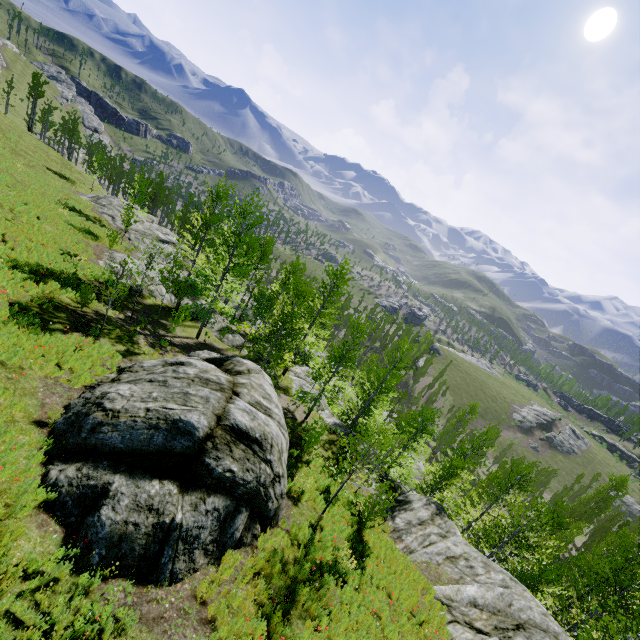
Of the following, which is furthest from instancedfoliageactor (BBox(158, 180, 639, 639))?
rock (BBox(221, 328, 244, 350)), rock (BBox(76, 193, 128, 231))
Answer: rock (BBox(221, 328, 244, 350))

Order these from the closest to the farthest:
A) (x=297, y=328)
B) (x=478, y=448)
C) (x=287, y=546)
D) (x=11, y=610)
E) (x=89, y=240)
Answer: (x=11, y=610), (x=287, y=546), (x=478, y=448), (x=89, y=240), (x=297, y=328)

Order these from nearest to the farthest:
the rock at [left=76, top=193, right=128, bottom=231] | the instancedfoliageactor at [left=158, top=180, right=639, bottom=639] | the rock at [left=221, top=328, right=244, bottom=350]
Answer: the instancedfoliageactor at [left=158, top=180, right=639, bottom=639] < the rock at [left=221, top=328, right=244, bottom=350] < the rock at [left=76, top=193, right=128, bottom=231]

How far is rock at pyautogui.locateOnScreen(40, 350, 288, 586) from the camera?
6.66m

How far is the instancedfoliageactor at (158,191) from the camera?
27.5 meters

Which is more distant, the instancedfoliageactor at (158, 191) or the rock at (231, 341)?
the instancedfoliageactor at (158, 191)

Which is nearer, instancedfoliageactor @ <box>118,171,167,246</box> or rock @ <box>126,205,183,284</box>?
rock @ <box>126,205,183,284</box>

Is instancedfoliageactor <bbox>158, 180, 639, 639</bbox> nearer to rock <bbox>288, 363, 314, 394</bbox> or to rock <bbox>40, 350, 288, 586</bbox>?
rock <bbox>288, 363, 314, 394</bbox>
